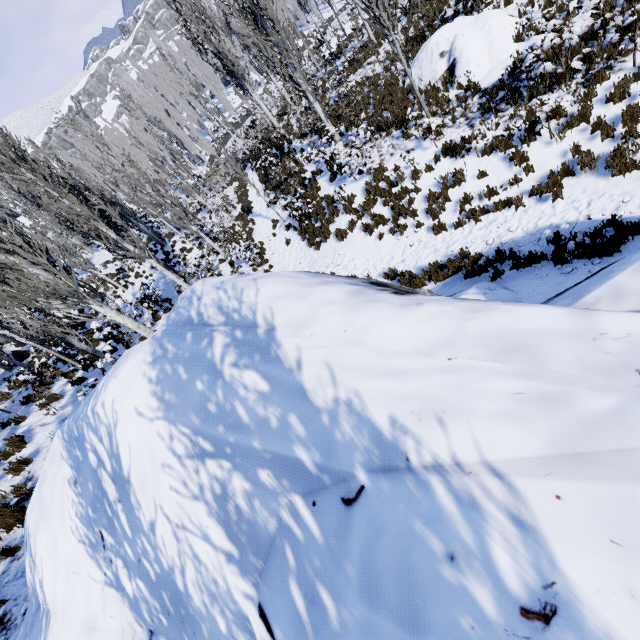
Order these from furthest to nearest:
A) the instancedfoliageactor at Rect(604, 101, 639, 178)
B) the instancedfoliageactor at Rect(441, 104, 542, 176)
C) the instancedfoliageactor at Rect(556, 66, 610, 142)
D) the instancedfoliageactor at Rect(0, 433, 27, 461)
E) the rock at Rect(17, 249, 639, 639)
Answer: the instancedfoliageactor at Rect(0, 433, 27, 461) < the instancedfoliageactor at Rect(441, 104, 542, 176) < the instancedfoliageactor at Rect(556, 66, 610, 142) < the instancedfoliageactor at Rect(604, 101, 639, 178) < the rock at Rect(17, 249, 639, 639)

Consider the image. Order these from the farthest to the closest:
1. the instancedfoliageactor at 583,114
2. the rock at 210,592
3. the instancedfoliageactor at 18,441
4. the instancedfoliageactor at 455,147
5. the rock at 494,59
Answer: the rock at 494,59 → the instancedfoliageactor at 18,441 → the instancedfoliageactor at 455,147 → the instancedfoliageactor at 583,114 → the rock at 210,592

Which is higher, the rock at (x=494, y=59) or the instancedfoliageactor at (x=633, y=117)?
the rock at (x=494, y=59)

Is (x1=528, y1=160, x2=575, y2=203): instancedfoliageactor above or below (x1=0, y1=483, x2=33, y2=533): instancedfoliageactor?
below

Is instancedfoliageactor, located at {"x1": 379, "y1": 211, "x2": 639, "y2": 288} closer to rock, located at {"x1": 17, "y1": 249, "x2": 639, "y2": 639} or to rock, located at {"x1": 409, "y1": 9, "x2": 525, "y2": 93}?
rock, located at {"x1": 17, "y1": 249, "x2": 639, "y2": 639}

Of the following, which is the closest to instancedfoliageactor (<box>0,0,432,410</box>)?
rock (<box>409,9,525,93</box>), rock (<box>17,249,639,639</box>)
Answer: rock (<box>17,249,639,639</box>)

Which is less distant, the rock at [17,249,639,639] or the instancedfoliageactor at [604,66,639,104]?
the rock at [17,249,639,639]

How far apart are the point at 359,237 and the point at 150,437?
10.0 meters
